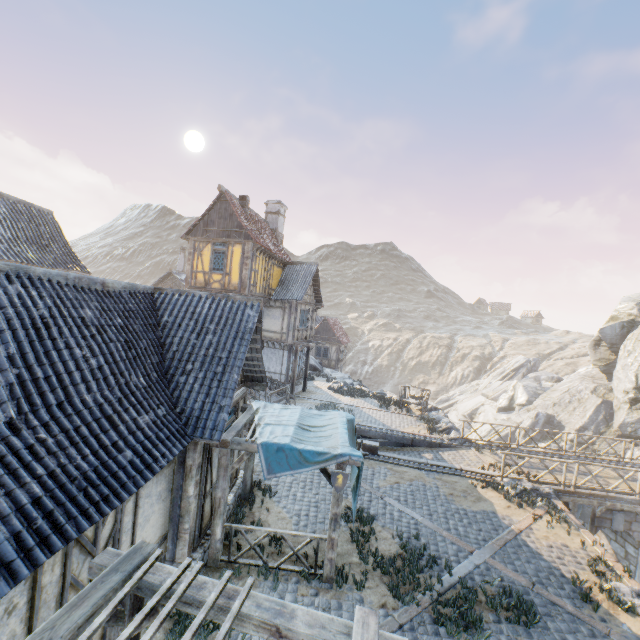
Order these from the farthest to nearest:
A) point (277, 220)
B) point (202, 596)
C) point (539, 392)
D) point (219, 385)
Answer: point (539, 392), point (277, 220), point (219, 385), point (202, 596)

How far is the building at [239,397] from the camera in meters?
9.1 m

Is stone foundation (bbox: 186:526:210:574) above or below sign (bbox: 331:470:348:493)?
below

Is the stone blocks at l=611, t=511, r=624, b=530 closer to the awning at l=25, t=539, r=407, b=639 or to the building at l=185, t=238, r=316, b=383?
the awning at l=25, t=539, r=407, b=639

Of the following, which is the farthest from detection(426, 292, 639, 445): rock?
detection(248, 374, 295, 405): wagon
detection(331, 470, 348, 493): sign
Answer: detection(248, 374, 295, 405): wagon

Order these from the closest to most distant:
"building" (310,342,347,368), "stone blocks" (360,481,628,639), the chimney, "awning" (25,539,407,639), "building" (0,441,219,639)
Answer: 1. "awning" (25,539,407,639)
2. "building" (0,441,219,639)
3. "stone blocks" (360,481,628,639)
4. the chimney
5. "building" (310,342,347,368)

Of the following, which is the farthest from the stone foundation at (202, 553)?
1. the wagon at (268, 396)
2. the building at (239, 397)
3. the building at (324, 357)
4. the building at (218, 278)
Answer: the building at (324, 357)

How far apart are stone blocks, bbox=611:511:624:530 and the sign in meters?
13.6 m
